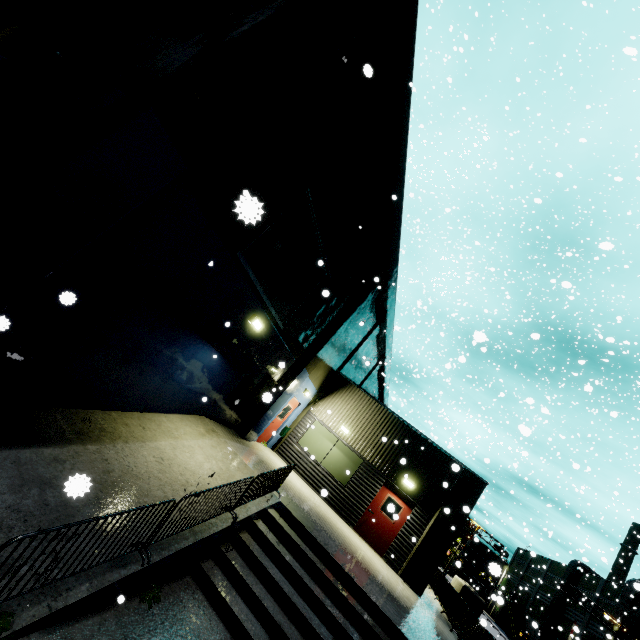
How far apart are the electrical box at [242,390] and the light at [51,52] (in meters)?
9.05

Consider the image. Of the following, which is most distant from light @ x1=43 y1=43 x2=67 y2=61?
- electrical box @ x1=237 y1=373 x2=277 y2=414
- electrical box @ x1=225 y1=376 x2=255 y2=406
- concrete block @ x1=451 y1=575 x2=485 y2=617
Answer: concrete block @ x1=451 y1=575 x2=485 y2=617

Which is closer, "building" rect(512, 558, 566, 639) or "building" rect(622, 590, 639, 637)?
"building" rect(622, 590, 639, 637)

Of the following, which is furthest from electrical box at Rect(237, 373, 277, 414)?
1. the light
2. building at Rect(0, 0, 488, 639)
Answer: the light

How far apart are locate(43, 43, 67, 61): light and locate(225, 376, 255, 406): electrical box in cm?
905

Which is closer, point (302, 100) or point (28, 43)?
point (302, 100)

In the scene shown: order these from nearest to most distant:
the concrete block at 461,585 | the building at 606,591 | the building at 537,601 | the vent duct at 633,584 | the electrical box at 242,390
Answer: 1. the electrical box at 242,390
2. the concrete block at 461,585
3. the vent duct at 633,584
4. the building at 606,591
5. the building at 537,601

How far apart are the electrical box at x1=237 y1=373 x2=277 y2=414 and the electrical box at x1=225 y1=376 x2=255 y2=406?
0.4m
